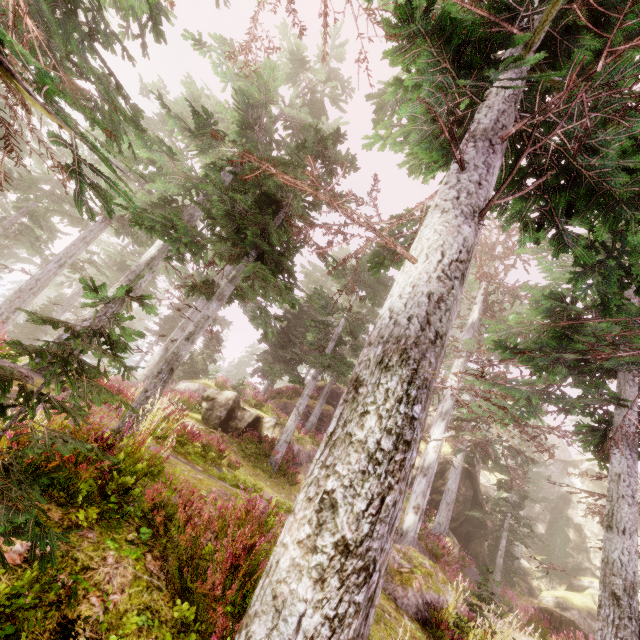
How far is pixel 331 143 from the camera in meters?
9.5 m

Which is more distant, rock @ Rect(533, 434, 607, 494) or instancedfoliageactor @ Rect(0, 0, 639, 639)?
rock @ Rect(533, 434, 607, 494)

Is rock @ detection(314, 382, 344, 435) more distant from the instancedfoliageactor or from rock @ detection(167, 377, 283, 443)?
rock @ detection(167, 377, 283, 443)

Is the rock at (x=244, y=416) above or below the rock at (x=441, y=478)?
below

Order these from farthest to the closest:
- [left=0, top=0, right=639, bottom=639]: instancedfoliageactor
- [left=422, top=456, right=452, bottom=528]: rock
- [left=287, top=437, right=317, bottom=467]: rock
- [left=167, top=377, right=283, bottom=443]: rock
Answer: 1. [left=422, top=456, right=452, bottom=528]: rock
2. [left=287, top=437, right=317, bottom=467]: rock
3. [left=167, top=377, right=283, bottom=443]: rock
4. [left=0, top=0, right=639, bottom=639]: instancedfoliageactor

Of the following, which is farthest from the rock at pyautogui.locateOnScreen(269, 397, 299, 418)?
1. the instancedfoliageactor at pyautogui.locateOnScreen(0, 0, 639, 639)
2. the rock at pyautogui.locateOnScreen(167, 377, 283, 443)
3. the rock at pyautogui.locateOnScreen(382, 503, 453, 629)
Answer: the rock at pyautogui.locateOnScreen(382, 503, 453, 629)

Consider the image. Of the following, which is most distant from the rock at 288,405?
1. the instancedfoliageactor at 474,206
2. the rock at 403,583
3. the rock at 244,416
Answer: the rock at 403,583
